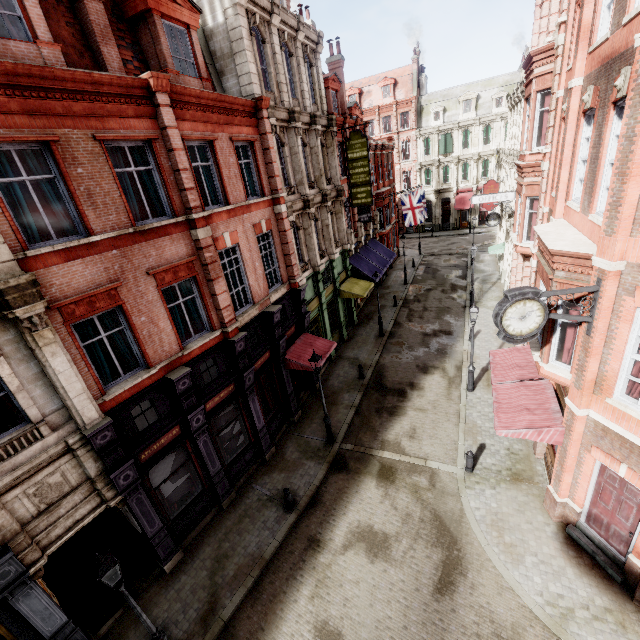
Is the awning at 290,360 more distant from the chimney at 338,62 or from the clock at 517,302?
the chimney at 338,62

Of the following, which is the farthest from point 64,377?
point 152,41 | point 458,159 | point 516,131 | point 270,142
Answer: point 458,159

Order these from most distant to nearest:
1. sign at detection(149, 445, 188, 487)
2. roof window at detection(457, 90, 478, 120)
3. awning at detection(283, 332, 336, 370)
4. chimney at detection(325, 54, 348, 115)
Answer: roof window at detection(457, 90, 478, 120) → chimney at detection(325, 54, 348, 115) → awning at detection(283, 332, 336, 370) → sign at detection(149, 445, 188, 487)

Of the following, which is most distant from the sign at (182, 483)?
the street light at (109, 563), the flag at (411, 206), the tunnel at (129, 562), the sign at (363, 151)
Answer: the flag at (411, 206)

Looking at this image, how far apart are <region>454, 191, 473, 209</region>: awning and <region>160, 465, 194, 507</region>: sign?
46.1 meters

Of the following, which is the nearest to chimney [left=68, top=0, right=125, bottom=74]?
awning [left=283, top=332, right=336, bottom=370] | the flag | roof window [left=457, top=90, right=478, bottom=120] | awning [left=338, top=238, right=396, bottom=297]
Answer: awning [left=283, top=332, right=336, bottom=370]

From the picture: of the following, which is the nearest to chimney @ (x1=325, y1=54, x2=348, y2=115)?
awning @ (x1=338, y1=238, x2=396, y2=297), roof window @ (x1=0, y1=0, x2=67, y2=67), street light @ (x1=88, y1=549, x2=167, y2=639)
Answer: awning @ (x1=338, y1=238, x2=396, y2=297)

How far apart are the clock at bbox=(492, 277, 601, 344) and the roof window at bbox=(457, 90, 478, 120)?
46.0 meters
